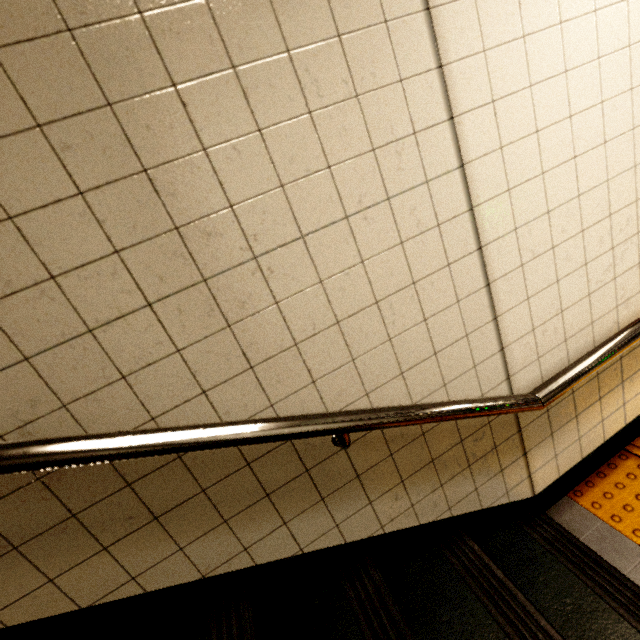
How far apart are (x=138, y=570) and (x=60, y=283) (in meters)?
0.88

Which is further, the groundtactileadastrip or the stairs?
the groundtactileadastrip

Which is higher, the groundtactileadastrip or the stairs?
the stairs

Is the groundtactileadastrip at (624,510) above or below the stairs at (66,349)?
below

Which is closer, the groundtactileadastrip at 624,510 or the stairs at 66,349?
the stairs at 66,349
